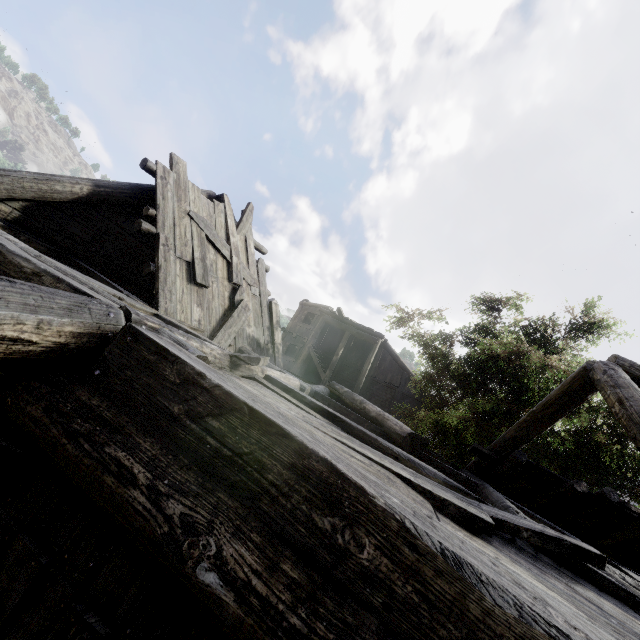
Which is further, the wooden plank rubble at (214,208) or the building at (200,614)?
the wooden plank rubble at (214,208)

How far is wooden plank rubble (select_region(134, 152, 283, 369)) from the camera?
5.8m

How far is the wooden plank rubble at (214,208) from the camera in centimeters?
580cm

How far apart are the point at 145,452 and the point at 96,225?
6.3m

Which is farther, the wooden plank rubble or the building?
the wooden plank rubble
